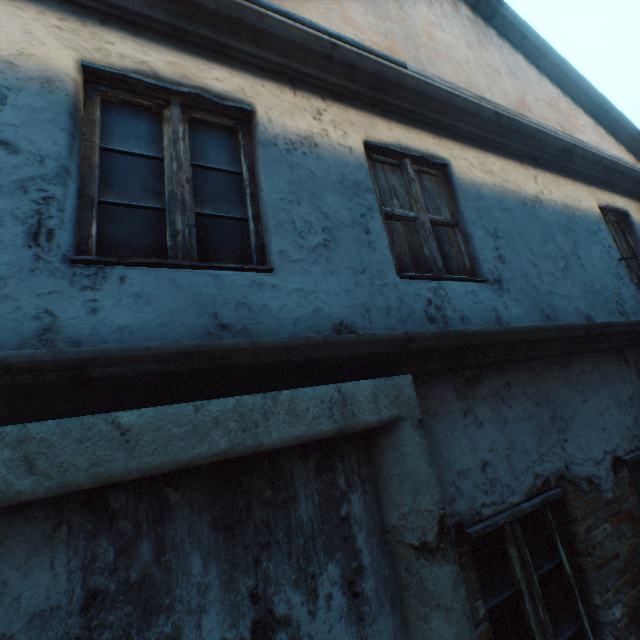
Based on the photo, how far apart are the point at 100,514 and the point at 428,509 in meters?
1.4
